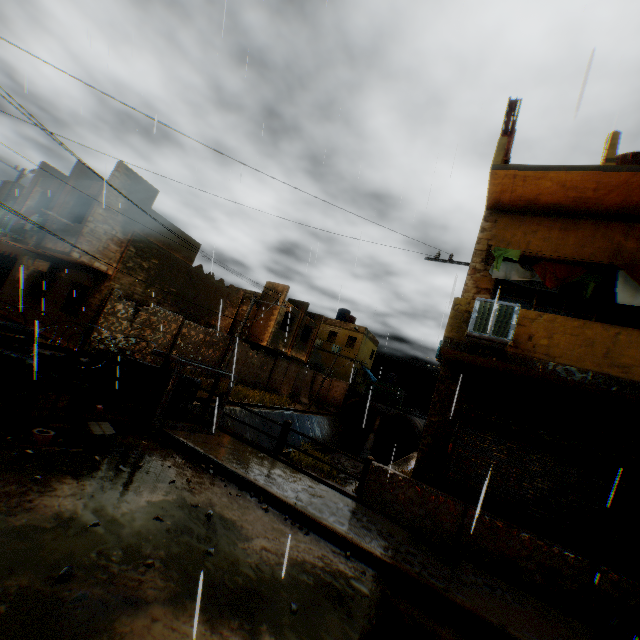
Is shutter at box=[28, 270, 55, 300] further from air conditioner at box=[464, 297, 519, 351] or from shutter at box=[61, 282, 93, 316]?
air conditioner at box=[464, 297, 519, 351]

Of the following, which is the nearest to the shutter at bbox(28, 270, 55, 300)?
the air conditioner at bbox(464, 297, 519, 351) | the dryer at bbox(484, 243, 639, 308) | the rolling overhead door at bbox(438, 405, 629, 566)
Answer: the air conditioner at bbox(464, 297, 519, 351)

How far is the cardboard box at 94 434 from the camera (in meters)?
5.54

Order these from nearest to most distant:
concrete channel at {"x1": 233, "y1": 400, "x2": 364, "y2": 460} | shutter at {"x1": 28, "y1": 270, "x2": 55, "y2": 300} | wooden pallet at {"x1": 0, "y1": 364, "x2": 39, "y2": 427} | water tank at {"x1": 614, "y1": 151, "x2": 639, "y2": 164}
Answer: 1. wooden pallet at {"x1": 0, "y1": 364, "x2": 39, "y2": 427}
2. water tank at {"x1": 614, "y1": 151, "x2": 639, "y2": 164}
3. shutter at {"x1": 28, "y1": 270, "x2": 55, "y2": 300}
4. concrete channel at {"x1": 233, "y1": 400, "x2": 364, "y2": 460}

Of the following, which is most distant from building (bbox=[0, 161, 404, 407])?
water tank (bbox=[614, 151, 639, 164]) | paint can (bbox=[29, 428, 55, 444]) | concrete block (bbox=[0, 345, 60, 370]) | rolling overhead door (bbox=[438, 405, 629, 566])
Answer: paint can (bbox=[29, 428, 55, 444])

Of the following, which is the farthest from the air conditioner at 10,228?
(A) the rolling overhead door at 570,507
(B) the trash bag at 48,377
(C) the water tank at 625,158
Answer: (C) the water tank at 625,158

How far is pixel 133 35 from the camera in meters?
8.0 m

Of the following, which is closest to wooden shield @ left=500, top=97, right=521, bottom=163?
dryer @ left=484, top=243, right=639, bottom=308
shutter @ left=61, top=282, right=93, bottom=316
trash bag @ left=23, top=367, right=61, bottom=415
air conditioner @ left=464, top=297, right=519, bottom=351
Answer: dryer @ left=484, top=243, right=639, bottom=308
